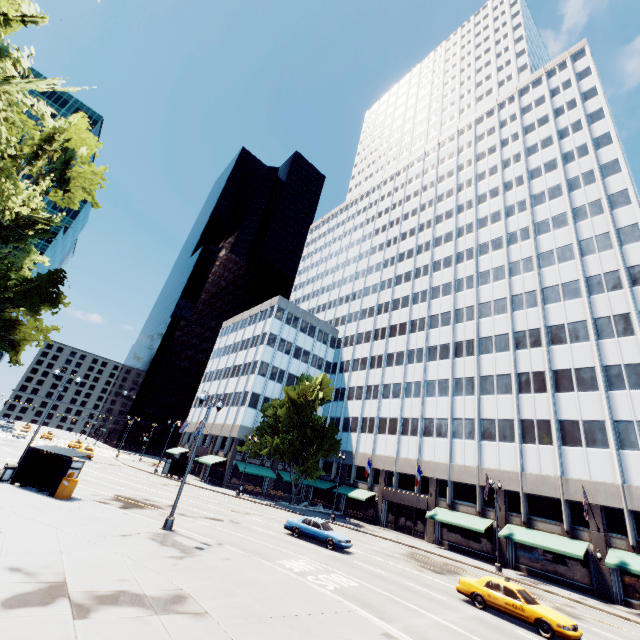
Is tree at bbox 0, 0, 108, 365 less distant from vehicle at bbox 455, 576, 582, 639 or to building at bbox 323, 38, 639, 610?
building at bbox 323, 38, 639, 610

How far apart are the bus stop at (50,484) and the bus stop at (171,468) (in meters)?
25.48

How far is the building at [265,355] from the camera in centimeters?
4950cm

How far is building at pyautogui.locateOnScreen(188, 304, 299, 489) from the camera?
49.5m

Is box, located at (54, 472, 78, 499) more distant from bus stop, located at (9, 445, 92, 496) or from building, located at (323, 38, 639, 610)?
building, located at (323, 38, 639, 610)

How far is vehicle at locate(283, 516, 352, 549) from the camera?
22.56m

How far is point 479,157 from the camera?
59.88m

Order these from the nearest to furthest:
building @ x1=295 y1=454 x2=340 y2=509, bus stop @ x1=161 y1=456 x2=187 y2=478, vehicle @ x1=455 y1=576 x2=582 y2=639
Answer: vehicle @ x1=455 y1=576 x2=582 y2=639, bus stop @ x1=161 y1=456 x2=187 y2=478, building @ x1=295 y1=454 x2=340 y2=509
